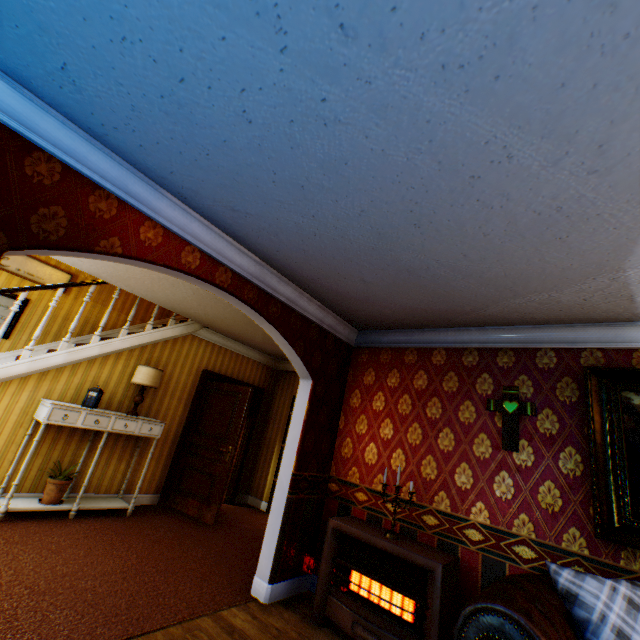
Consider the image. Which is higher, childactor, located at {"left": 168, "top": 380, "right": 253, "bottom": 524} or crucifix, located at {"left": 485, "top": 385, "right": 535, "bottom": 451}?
crucifix, located at {"left": 485, "top": 385, "right": 535, "bottom": 451}

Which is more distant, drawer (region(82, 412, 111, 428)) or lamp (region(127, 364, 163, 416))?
lamp (region(127, 364, 163, 416))

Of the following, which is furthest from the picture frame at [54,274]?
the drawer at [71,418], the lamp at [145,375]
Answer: the drawer at [71,418]

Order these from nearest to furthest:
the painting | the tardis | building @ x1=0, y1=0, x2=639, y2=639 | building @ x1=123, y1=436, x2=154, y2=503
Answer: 1. building @ x1=0, y1=0, x2=639, y2=639
2. the painting
3. the tardis
4. building @ x1=123, y1=436, x2=154, y2=503

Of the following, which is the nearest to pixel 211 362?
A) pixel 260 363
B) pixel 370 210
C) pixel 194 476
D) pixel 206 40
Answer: pixel 260 363

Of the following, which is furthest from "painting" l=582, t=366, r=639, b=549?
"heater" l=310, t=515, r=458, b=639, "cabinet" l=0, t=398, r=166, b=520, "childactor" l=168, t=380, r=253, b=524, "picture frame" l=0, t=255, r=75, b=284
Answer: "picture frame" l=0, t=255, r=75, b=284

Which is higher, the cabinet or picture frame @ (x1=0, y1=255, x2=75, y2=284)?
picture frame @ (x1=0, y1=255, x2=75, y2=284)

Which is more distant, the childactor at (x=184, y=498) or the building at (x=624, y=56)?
the childactor at (x=184, y=498)
